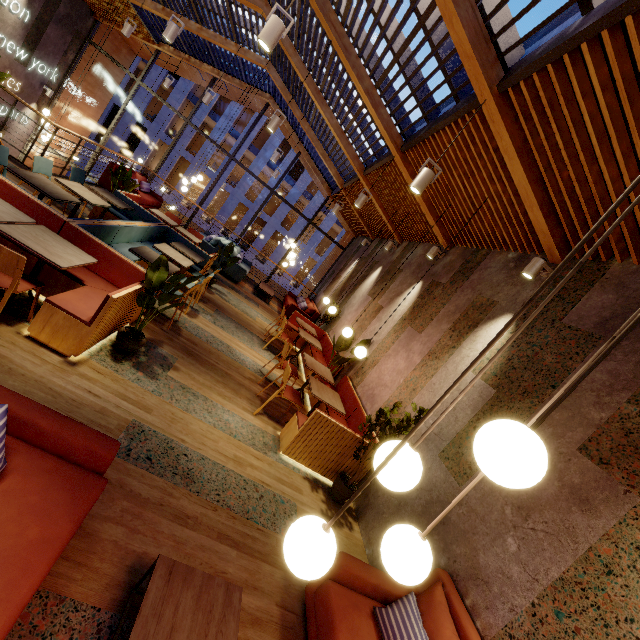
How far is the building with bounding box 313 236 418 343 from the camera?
8.47m

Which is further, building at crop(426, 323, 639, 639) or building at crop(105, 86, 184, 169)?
building at crop(105, 86, 184, 169)

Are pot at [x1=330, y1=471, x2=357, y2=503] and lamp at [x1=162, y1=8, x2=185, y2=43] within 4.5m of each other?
no

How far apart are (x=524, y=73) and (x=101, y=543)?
5.0m

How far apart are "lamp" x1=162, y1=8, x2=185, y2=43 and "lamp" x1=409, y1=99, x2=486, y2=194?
4.6m

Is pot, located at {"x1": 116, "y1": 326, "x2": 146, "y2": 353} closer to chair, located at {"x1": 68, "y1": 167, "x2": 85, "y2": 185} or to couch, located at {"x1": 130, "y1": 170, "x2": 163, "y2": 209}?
chair, located at {"x1": 68, "y1": 167, "x2": 85, "y2": 185}

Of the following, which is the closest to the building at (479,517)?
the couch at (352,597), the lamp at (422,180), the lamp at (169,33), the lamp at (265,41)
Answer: the couch at (352,597)

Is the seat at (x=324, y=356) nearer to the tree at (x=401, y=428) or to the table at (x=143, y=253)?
the tree at (x=401, y=428)
